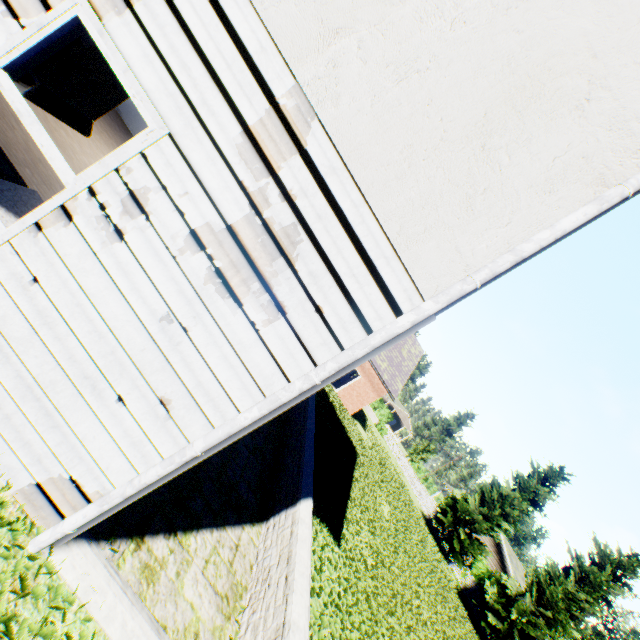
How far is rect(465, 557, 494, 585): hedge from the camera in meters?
24.7

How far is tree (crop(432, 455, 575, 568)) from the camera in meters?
25.4

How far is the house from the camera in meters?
30.4

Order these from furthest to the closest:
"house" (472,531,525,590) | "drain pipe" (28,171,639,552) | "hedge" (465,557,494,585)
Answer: "house" (472,531,525,590) → "hedge" (465,557,494,585) → "drain pipe" (28,171,639,552)

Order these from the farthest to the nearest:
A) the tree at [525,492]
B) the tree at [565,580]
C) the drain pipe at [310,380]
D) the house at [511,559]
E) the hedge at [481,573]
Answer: the house at [511,559], the tree at [525,492], the hedge at [481,573], the tree at [565,580], the drain pipe at [310,380]

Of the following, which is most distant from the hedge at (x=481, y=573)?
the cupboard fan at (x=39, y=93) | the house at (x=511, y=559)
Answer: the cupboard fan at (x=39, y=93)

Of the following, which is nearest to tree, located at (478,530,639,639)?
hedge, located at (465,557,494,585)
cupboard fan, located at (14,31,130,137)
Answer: hedge, located at (465,557,494,585)

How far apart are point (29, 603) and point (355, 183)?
3.7 meters
